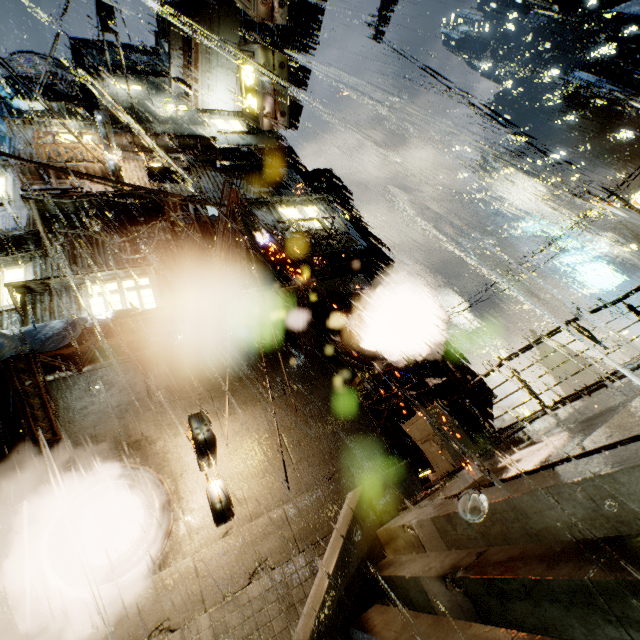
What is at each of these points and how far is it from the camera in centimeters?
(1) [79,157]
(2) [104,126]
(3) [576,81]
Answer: (1) building, 1364cm
(2) sign, 1228cm
(3) building, 5397cm

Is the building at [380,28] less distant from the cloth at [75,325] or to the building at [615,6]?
the cloth at [75,325]

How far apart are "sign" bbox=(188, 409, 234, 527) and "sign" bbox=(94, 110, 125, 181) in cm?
1175

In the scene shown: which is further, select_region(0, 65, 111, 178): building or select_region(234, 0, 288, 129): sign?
select_region(0, 65, 111, 178): building

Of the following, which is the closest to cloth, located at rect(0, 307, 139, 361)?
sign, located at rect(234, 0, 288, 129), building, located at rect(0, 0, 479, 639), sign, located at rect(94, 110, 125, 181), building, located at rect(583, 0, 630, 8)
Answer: building, located at rect(0, 0, 479, 639)

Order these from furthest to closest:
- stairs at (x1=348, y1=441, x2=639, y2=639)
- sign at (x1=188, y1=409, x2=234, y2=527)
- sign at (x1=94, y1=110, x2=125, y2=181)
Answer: sign at (x1=94, y1=110, x2=125, y2=181)
sign at (x1=188, y1=409, x2=234, y2=527)
stairs at (x1=348, y1=441, x2=639, y2=639)

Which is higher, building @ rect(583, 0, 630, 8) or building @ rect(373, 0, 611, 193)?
building @ rect(583, 0, 630, 8)

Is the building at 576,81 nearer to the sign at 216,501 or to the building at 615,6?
the sign at 216,501
